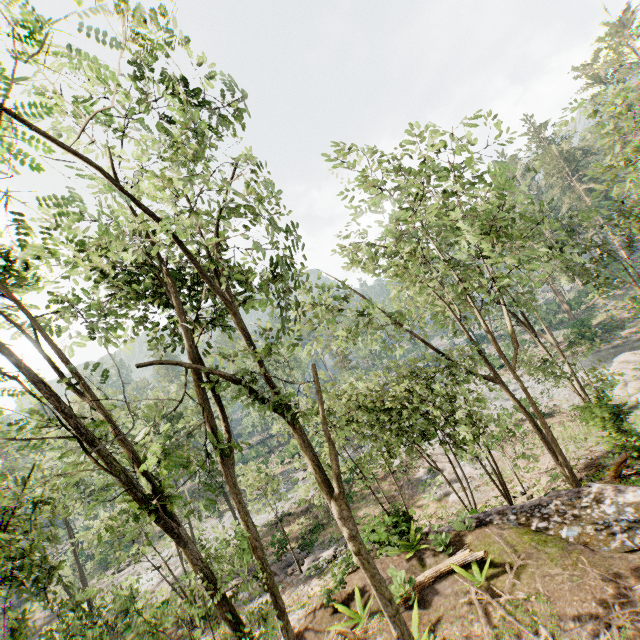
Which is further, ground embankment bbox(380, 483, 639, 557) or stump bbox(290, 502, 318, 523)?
stump bbox(290, 502, 318, 523)

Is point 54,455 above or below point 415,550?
above

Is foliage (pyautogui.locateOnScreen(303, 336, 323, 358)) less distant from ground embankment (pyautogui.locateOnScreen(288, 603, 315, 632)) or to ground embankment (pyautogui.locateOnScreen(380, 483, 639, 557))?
ground embankment (pyautogui.locateOnScreen(380, 483, 639, 557))

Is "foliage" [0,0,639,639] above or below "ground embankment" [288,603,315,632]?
above

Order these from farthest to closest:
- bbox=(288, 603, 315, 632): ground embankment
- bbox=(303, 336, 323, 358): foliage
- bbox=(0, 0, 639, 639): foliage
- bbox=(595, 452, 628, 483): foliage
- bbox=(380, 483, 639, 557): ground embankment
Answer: bbox=(303, 336, 323, 358): foliage → bbox=(595, 452, 628, 483): foliage → bbox=(288, 603, 315, 632): ground embankment → bbox=(380, 483, 639, 557): ground embankment → bbox=(0, 0, 639, 639): foliage

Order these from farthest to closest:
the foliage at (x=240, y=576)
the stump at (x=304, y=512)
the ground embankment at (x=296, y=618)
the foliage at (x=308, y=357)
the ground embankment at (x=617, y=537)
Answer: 1. the stump at (x=304, y=512)
2. the foliage at (x=308, y=357)
3. the ground embankment at (x=296, y=618)
4. the ground embankment at (x=617, y=537)
5. the foliage at (x=240, y=576)

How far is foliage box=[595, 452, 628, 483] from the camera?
14.2m

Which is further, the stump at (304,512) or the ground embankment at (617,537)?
the stump at (304,512)
